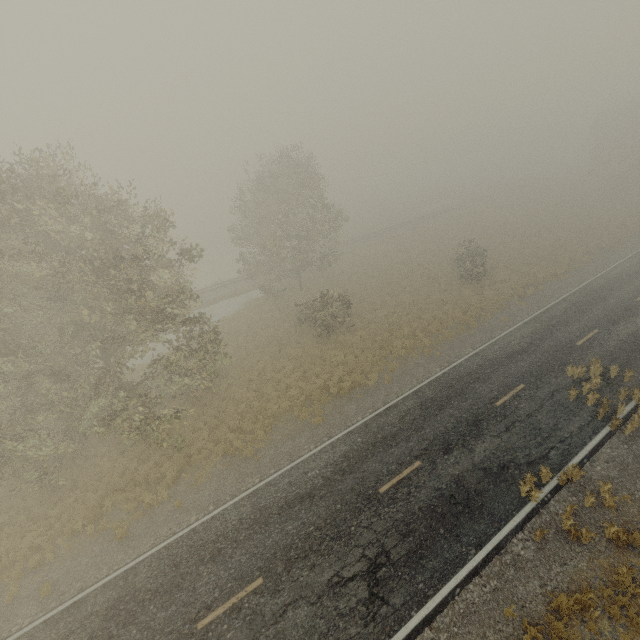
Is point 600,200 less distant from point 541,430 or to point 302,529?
point 541,430
